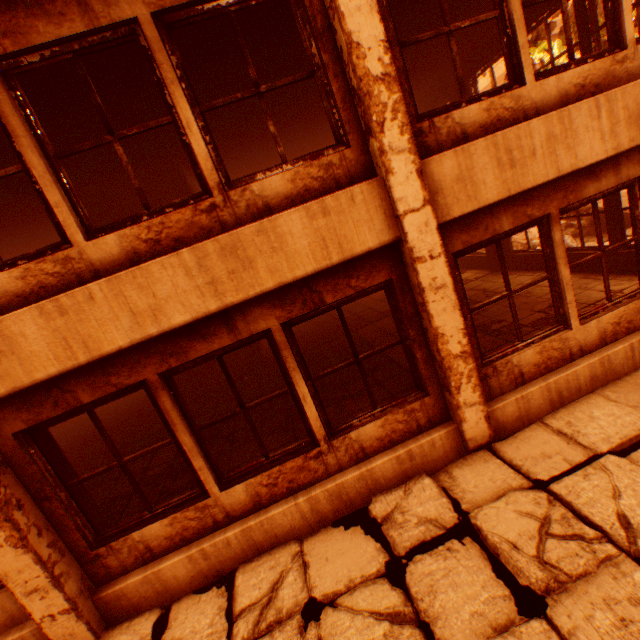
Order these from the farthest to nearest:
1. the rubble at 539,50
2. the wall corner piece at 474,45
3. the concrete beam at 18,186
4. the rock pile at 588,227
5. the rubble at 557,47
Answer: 1. the rubble at 539,50
2. the rubble at 557,47
3. the rock pile at 588,227
4. the wall corner piece at 474,45
5. the concrete beam at 18,186

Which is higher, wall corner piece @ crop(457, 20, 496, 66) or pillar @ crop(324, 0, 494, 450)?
wall corner piece @ crop(457, 20, 496, 66)

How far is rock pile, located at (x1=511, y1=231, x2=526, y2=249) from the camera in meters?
11.6

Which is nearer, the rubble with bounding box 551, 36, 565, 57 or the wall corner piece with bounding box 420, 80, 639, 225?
the wall corner piece with bounding box 420, 80, 639, 225

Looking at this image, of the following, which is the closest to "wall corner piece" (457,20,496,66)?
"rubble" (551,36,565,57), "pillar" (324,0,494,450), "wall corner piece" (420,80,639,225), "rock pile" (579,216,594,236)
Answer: "pillar" (324,0,494,450)

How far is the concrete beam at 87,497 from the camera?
3.9 meters

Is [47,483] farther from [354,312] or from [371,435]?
[354,312]

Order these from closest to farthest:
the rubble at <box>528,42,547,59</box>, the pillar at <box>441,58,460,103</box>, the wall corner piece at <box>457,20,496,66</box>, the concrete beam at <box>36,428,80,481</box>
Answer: the concrete beam at <box>36,428,80,481</box>
the wall corner piece at <box>457,20,496,66</box>
the pillar at <box>441,58,460,103</box>
the rubble at <box>528,42,547,59</box>
